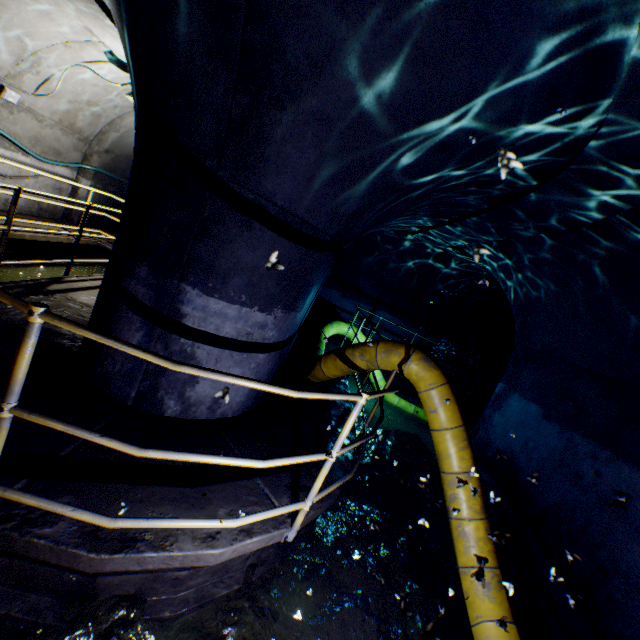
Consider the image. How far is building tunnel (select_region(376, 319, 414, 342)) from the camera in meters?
11.5 m

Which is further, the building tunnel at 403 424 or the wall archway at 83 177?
the wall archway at 83 177

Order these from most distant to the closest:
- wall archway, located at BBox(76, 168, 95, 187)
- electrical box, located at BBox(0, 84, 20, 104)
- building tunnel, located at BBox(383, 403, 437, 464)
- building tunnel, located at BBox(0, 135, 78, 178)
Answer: wall archway, located at BBox(76, 168, 95, 187), building tunnel, located at BBox(383, 403, 437, 464), building tunnel, located at BBox(0, 135, 78, 178), electrical box, located at BBox(0, 84, 20, 104)

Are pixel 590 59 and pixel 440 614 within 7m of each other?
yes

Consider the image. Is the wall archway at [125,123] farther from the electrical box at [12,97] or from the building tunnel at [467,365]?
the electrical box at [12,97]

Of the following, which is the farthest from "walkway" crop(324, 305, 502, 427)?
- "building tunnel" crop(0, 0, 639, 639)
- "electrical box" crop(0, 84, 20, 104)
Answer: "electrical box" crop(0, 84, 20, 104)

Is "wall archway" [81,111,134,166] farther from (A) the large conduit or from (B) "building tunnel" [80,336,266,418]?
(A) the large conduit
